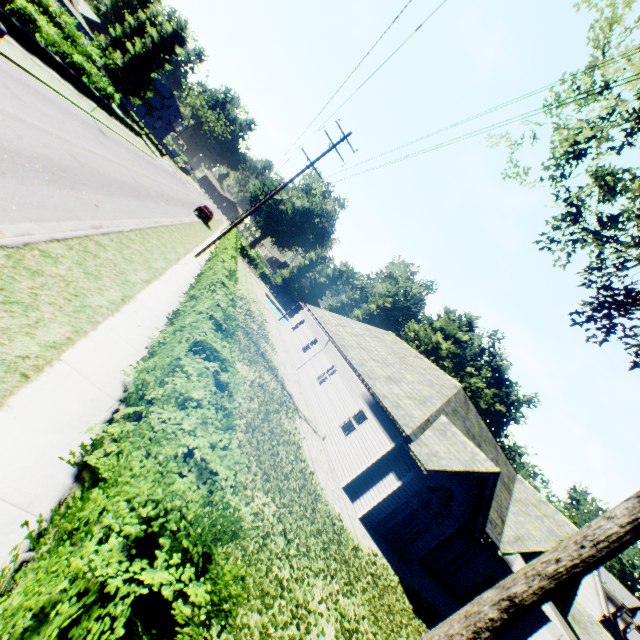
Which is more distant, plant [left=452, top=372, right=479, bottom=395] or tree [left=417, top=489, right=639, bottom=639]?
plant [left=452, top=372, right=479, bottom=395]

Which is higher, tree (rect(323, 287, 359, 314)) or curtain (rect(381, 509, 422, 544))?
tree (rect(323, 287, 359, 314))

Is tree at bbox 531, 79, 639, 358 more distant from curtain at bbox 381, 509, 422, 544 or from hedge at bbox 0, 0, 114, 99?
curtain at bbox 381, 509, 422, 544

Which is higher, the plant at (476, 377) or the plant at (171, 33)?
the plant at (476, 377)

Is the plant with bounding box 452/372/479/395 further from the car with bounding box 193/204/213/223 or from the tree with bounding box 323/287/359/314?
the car with bounding box 193/204/213/223

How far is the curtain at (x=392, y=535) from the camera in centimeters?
1322cm

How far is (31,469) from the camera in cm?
349
